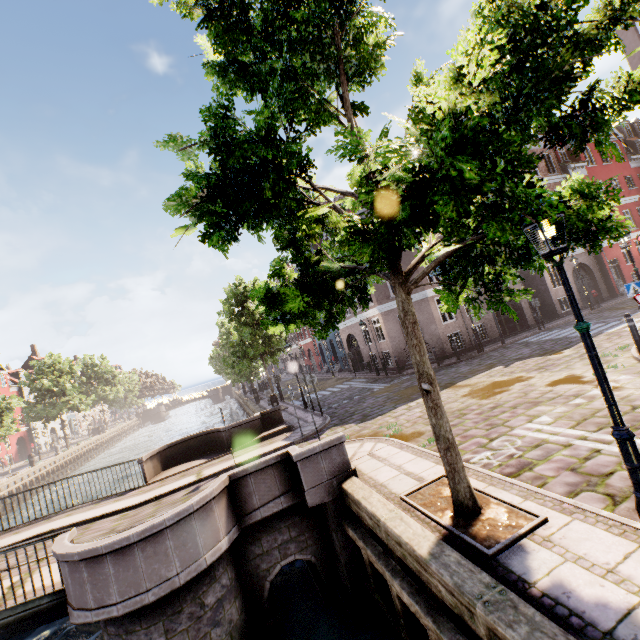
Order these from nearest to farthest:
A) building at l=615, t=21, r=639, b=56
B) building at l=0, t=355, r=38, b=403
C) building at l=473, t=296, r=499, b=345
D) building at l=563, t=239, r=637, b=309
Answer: building at l=615, t=21, r=639, b=56
building at l=473, t=296, r=499, b=345
building at l=563, t=239, r=637, b=309
building at l=0, t=355, r=38, b=403

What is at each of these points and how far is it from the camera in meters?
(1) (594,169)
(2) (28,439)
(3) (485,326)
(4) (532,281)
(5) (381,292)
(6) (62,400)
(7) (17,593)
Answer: (1) building, 26.5 m
(2) building, 47.8 m
(3) building, 21.0 m
(4) building, 24.2 m
(5) building, 21.3 m
(6) tree, 39.3 m
(7) bridge, 6.2 m

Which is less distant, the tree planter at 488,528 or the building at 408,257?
the tree planter at 488,528

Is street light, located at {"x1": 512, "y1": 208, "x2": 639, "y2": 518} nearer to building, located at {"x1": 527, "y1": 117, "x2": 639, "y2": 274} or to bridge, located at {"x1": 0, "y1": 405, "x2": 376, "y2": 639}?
building, located at {"x1": 527, "y1": 117, "x2": 639, "y2": 274}

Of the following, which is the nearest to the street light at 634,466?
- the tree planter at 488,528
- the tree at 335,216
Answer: the tree at 335,216

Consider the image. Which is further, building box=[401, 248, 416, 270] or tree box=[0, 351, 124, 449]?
tree box=[0, 351, 124, 449]

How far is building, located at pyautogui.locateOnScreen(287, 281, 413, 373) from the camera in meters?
21.0 m

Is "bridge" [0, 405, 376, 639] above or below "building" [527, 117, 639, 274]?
below
